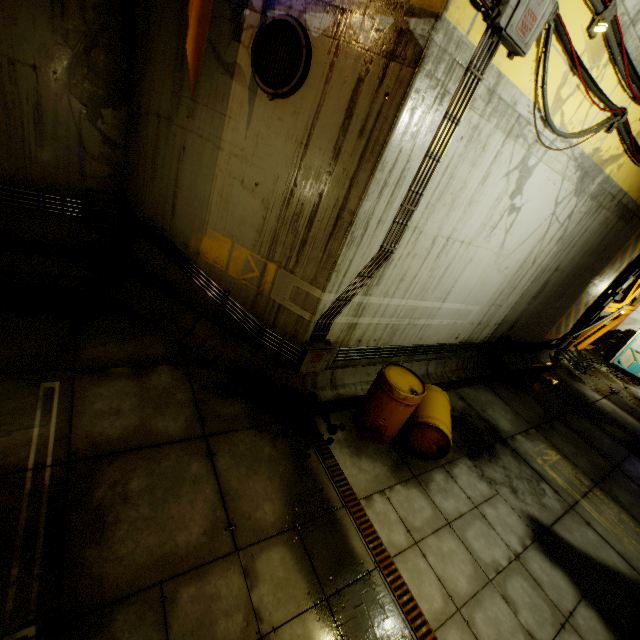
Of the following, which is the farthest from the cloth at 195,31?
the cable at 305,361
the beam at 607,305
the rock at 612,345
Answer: the beam at 607,305

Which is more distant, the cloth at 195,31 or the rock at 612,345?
the rock at 612,345

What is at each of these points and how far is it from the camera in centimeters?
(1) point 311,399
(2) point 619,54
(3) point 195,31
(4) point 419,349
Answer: (1) rock, 566cm
(2) cable, 463cm
(3) cloth, 339cm
(4) pipe, 721cm

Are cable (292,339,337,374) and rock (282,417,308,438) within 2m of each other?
yes

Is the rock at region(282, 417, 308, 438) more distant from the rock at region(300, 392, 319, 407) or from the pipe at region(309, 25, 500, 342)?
the pipe at region(309, 25, 500, 342)

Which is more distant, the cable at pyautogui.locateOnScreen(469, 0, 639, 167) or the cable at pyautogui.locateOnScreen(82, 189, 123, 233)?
the cable at pyautogui.locateOnScreen(82, 189, 123, 233)

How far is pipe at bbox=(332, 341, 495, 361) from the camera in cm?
601

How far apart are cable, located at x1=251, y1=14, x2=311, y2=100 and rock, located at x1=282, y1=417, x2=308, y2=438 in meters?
4.5 m
